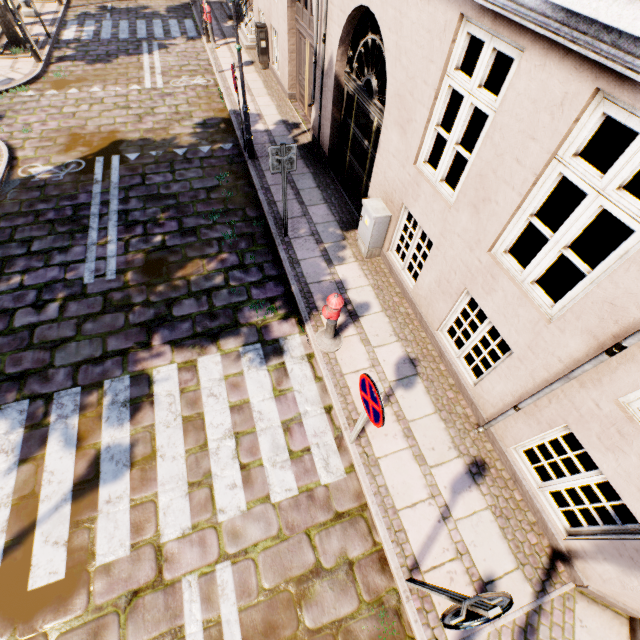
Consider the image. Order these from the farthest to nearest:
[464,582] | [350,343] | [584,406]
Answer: [350,343], [464,582], [584,406]

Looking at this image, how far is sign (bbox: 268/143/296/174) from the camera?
5.4m

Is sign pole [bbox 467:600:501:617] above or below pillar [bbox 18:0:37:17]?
above

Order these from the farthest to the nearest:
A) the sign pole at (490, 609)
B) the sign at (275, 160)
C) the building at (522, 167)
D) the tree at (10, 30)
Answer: the tree at (10, 30), the sign at (275, 160), the building at (522, 167), the sign pole at (490, 609)

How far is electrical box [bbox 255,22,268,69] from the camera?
11.1 meters

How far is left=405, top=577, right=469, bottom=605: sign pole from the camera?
2.54m

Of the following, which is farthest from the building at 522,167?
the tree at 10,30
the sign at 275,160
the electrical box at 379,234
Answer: the tree at 10,30

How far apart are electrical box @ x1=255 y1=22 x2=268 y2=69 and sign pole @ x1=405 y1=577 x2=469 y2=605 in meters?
15.3
